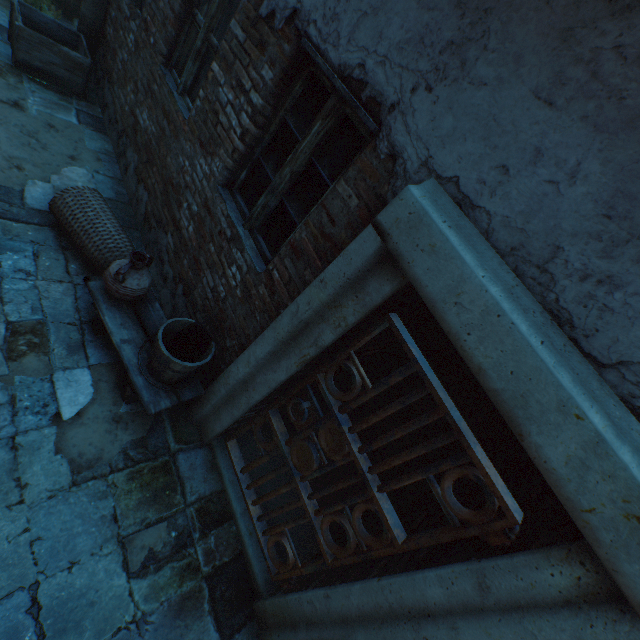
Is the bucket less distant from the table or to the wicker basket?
the table

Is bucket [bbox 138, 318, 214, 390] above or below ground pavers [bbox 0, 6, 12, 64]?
above

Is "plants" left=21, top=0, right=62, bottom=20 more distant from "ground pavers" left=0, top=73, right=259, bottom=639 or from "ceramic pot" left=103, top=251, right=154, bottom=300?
"ceramic pot" left=103, top=251, right=154, bottom=300

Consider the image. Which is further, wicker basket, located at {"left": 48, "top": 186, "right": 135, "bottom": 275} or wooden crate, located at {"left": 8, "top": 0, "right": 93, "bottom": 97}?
wooden crate, located at {"left": 8, "top": 0, "right": 93, "bottom": 97}

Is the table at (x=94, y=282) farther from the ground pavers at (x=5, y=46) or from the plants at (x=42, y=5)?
the plants at (x=42, y=5)

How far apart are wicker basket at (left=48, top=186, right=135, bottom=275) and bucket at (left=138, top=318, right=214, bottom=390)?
1.0m

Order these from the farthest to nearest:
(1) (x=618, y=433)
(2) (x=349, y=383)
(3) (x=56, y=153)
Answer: (2) (x=349, y=383) < (3) (x=56, y=153) < (1) (x=618, y=433)

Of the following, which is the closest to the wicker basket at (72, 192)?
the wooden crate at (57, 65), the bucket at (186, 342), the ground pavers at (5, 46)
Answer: the ground pavers at (5, 46)
